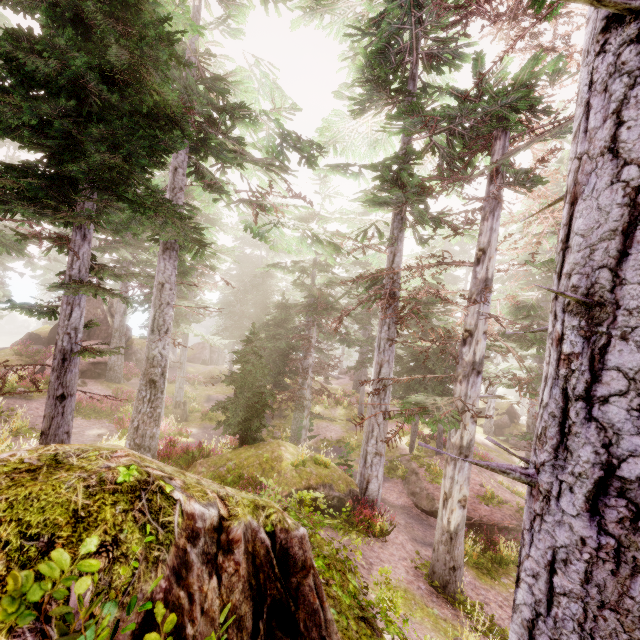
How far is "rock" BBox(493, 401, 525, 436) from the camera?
31.7m

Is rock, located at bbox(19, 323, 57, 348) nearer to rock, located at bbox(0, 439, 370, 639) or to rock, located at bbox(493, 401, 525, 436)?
rock, located at bbox(0, 439, 370, 639)

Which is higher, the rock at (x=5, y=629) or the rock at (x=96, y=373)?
the rock at (x=5, y=629)

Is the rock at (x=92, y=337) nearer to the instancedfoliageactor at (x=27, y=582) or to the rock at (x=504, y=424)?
the instancedfoliageactor at (x=27, y=582)

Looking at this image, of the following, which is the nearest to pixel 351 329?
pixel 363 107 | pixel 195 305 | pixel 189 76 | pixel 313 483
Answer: pixel 195 305

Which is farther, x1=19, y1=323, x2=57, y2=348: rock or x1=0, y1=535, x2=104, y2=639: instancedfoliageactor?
x1=19, y1=323, x2=57, y2=348: rock

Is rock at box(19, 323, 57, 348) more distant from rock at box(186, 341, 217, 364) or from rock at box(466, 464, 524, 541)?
rock at box(466, 464, 524, 541)

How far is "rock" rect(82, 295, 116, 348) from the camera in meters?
27.4
